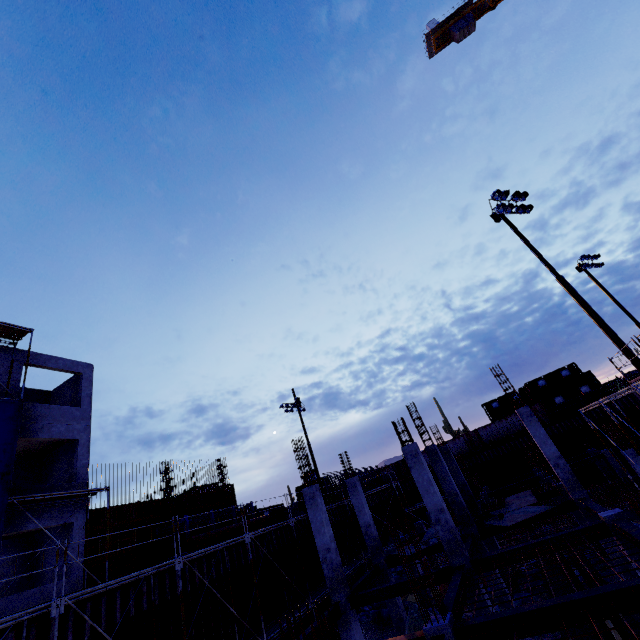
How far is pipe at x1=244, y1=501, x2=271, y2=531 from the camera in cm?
1959

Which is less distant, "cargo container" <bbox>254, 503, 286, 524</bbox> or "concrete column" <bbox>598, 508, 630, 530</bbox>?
"concrete column" <bbox>598, 508, 630, 530</bbox>

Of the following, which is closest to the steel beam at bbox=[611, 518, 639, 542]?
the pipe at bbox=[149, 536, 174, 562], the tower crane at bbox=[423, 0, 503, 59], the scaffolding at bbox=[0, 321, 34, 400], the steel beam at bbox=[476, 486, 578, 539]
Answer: the steel beam at bbox=[476, 486, 578, 539]

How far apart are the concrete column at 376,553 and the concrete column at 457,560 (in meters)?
6.17

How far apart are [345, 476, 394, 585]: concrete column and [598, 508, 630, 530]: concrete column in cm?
1035

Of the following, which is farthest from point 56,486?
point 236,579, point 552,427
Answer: point 552,427

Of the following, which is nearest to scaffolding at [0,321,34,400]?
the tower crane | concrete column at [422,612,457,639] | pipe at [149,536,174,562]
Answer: pipe at [149,536,174,562]

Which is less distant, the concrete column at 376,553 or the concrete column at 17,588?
the concrete column at 17,588
